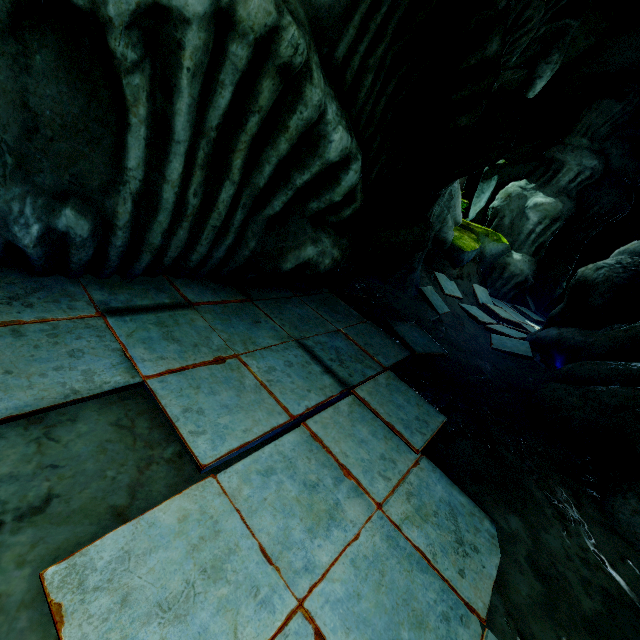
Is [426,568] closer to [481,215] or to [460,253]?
[460,253]
